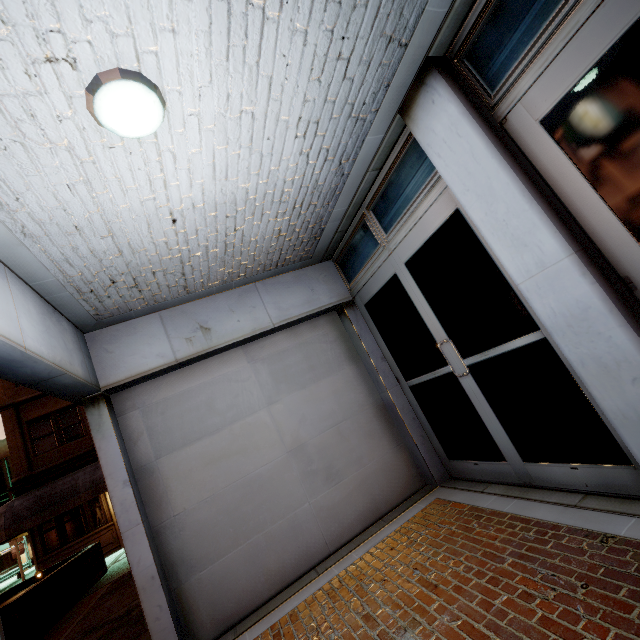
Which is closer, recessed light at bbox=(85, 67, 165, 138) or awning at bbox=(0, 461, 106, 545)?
recessed light at bbox=(85, 67, 165, 138)

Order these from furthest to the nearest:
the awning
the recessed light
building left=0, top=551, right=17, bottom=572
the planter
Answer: building left=0, top=551, right=17, bottom=572 → the awning → the planter → the recessed light

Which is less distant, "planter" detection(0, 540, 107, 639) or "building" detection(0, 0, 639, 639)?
"building" detection(0, 0, 639, 639)

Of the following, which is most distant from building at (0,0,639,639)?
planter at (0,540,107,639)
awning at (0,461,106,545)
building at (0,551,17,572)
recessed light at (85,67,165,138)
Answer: building at (0,551,17,572)

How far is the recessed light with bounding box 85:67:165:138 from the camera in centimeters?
171cm

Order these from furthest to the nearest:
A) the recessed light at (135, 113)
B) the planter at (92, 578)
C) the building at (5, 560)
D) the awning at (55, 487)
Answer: the building at (5, 560) → the awning at (55, 487) → the planter at (92, 578) → the recessed light at (135, 113)

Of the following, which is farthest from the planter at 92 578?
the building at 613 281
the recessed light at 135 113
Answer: the recessed light at 135 113

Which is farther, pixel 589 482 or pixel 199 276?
pixel 199 276
